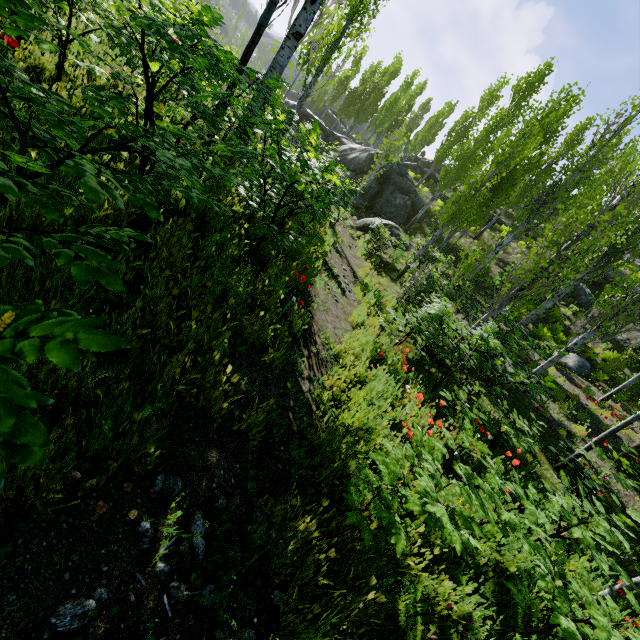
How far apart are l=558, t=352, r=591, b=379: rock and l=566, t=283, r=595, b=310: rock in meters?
6.8

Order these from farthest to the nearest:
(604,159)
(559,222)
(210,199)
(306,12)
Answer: (559,222) < (604,159) < (306,12) < (210,199)

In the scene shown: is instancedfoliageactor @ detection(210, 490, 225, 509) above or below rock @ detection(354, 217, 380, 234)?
below

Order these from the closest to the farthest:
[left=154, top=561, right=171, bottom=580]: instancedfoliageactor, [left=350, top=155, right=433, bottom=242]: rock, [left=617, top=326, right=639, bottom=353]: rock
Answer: [left=154, top=561, right=171, bottom=580]: instancedfoliageactor
[left=617, top=326, right=639, bottom=353]: rock
[left=350, top=155, right=433, bottom=242]: rock

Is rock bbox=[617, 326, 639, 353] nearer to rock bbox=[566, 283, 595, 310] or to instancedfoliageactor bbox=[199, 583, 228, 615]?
instancedfoliageactor bbox=[199, 583, 228, 615]

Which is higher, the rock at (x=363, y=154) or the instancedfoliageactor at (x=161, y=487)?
the rock at (x=363, y=154)

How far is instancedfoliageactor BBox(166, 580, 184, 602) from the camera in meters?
1.7

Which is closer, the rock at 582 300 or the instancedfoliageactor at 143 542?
the instancedfoliageactor at 143 542
